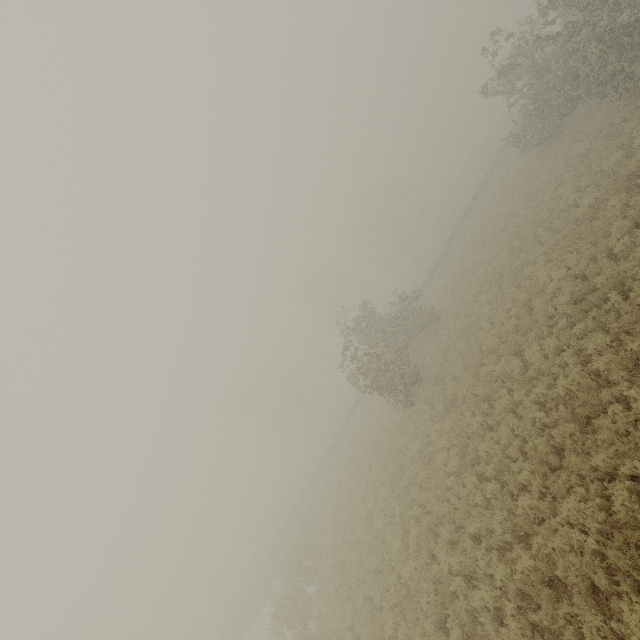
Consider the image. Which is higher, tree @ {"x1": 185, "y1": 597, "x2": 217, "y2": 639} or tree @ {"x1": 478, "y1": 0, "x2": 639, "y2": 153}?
tree @ {"x1": 478, "y1": 0, "x2": 639, "y2": 153}

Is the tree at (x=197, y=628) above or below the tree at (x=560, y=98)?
below

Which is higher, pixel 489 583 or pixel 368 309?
pixel 368 309

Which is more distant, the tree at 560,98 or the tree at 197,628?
the tree at 197,628

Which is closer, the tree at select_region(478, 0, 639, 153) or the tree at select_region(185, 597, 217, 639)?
the tree at select_region(478, 0, 639, 153)
